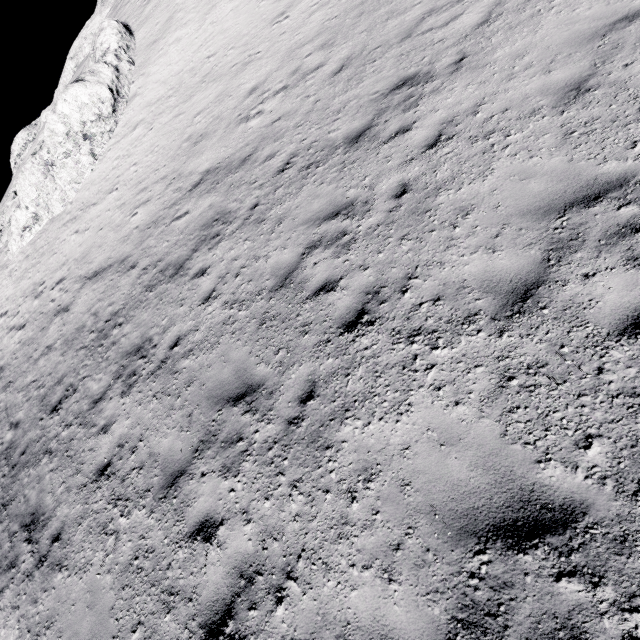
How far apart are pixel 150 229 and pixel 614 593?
13.5 meters
